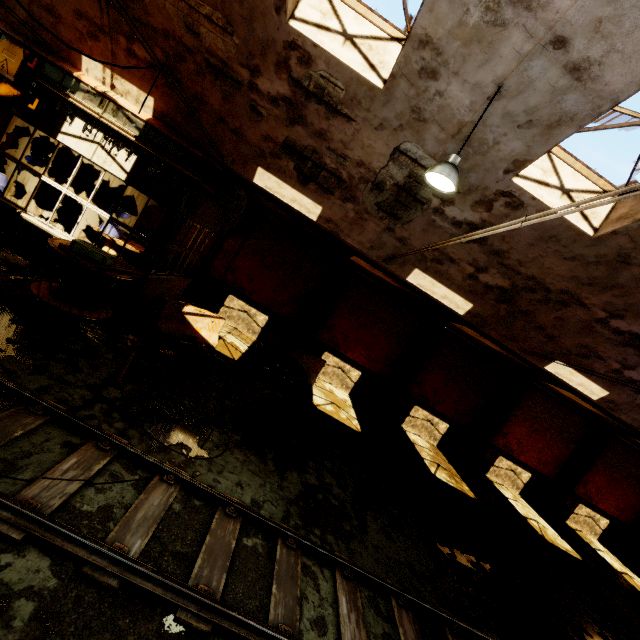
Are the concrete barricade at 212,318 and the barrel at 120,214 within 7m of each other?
yes

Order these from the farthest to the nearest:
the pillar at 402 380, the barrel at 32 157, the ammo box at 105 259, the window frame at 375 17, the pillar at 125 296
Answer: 1. the pillar at 402 380
2. the barrel at 32 157
3. the pillar at 125 296
4. the ammo box at 105 259
5. the window frame at 375 17

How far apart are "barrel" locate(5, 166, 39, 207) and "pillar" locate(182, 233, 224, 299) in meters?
6.1

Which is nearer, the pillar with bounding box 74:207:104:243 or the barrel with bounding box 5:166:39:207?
the barrel with bounding box 5:166:39:207

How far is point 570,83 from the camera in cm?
431

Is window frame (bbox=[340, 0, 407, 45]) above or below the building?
above

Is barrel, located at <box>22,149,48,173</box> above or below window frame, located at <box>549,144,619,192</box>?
below

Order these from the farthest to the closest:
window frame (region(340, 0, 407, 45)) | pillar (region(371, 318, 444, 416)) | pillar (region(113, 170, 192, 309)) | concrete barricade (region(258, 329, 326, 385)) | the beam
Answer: pillar (region(371, 318, 444, 416)) → concrete barricade (region(258, 329, 326, 385)) → pillar (region(113, 170, 192, 309)) → the beam → window frame (region(340, 0, 407, 45))
